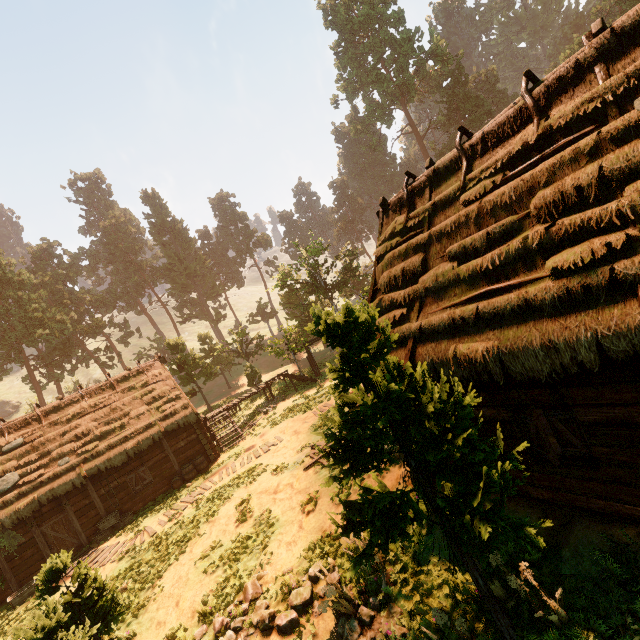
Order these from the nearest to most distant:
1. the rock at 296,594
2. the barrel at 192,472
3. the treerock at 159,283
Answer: the treerock at 159,283
the rock at 296,594
the barrel at 192,472

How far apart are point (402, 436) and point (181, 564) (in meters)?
11.12

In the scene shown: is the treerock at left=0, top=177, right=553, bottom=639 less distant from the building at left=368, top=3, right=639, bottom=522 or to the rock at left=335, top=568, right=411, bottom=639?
the building at left=368, top=3, right=639, bottom=522

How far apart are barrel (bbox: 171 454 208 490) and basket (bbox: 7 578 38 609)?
5.5 meters

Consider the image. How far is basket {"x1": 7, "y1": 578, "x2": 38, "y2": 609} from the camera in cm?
1352

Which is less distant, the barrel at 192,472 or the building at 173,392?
the building at 173,392

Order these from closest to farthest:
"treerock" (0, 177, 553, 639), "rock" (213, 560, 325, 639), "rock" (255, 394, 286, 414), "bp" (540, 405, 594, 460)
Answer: "treerock" (0, 177, 553, 639)
"bp" (540, 405, 594, 460)
"rock" (213, 560, 325, 639)
"rock" (255, 394, 286, 414)

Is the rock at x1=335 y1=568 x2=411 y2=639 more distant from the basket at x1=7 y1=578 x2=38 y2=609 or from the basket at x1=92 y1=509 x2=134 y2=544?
the basket at x1=7 y1=578 x2=38 y2=609
